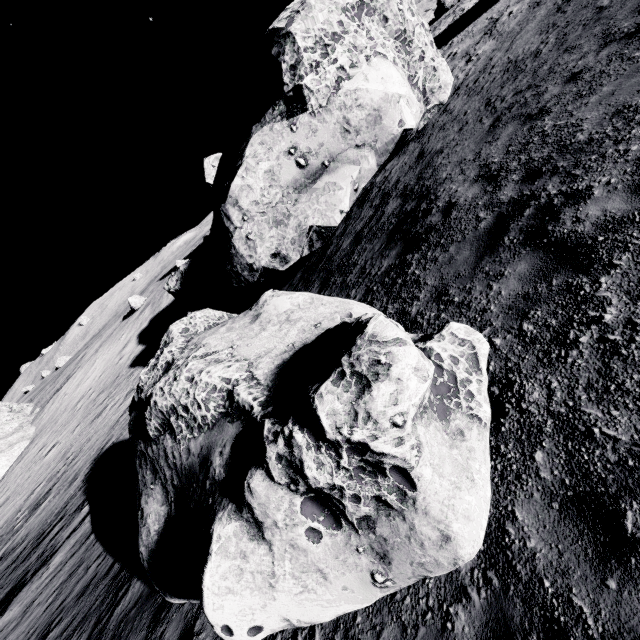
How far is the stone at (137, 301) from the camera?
41.2 meters

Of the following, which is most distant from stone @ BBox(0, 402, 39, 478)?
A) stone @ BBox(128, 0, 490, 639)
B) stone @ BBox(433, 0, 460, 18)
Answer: stone @ BBox(433, 0, 460, 18)

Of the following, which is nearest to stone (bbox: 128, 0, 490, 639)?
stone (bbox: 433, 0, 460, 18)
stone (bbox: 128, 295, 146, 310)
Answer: stone (bbox: 128, 295, 146, 310)

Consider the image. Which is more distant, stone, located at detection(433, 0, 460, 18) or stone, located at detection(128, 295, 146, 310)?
stone, located at detection(128, 295, 146, 310)

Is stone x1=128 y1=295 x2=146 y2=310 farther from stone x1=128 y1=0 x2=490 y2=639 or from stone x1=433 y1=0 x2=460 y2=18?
stone x1=433 y1=0 x2=460 y2=18

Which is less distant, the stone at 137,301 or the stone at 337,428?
the stone at 337,428

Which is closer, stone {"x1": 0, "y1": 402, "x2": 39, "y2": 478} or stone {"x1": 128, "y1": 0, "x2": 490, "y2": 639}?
stone {"x1": 128, "y1": 0, "x2": 490, "y2": 639}

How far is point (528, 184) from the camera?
5.79m
